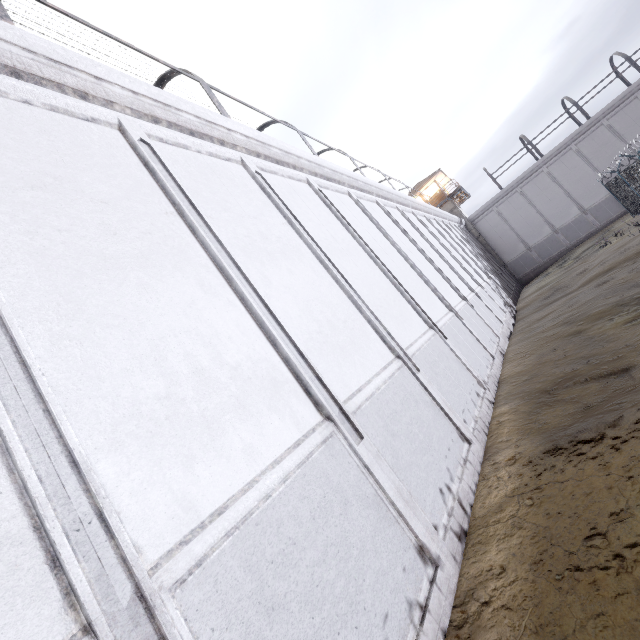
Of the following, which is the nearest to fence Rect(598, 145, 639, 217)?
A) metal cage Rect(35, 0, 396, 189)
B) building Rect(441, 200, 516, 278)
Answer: metal cage Rect(35, 0, 396, 189)

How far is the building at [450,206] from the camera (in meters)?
32.75

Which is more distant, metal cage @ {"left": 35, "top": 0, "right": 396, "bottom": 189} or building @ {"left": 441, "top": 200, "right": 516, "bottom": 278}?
building @ {"left": 441, "top": 200, "right": 516, "bottom": 278}

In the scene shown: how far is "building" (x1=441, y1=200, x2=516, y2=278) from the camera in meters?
32.8 m

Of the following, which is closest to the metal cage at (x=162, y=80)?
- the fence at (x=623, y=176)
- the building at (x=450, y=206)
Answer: the building at (x=450, y=206)

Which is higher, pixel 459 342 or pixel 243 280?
pixel 243 280

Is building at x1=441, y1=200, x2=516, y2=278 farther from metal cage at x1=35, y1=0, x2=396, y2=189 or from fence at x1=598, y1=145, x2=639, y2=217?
fence at x1=598, y1=145, x2=639, y2=217
